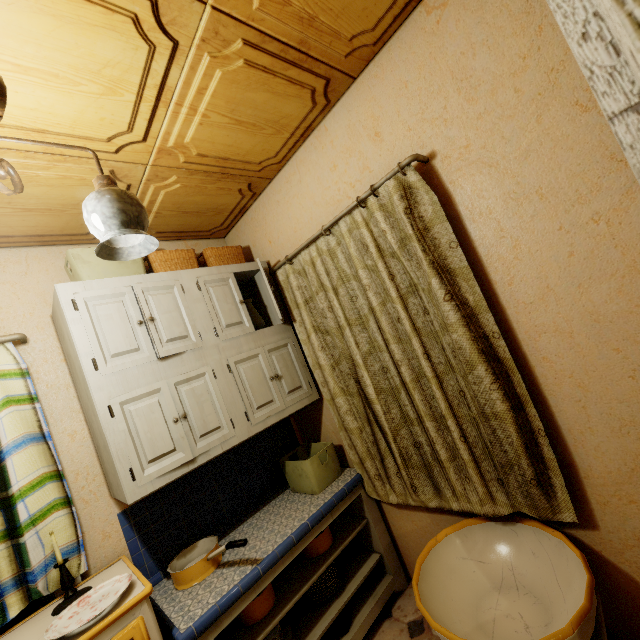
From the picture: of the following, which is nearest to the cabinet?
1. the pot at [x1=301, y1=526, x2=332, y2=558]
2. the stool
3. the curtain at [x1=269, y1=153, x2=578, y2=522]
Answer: the curtain at [x1=269, y1=153, x2=578, y2=522]

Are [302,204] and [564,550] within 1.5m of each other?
no

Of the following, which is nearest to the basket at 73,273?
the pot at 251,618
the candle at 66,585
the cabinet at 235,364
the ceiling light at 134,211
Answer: the cabinet at 235,364

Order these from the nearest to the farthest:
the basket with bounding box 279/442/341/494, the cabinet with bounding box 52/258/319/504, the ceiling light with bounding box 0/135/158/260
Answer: the ceiling light with bounding box 0/135/158/260 < the cabinet with bounding box 52/258/319/504 < the basket with bounding box 279/442/341/494

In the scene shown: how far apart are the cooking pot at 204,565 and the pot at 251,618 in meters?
0.2

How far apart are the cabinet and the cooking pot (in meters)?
0.41

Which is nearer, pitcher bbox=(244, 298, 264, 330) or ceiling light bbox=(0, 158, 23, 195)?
ceiling light bbox=(0, 158, 23, 195)

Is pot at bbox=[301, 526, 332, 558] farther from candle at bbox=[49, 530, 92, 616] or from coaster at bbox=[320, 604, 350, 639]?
candle at bbox=[49, 530, 92, 616]
